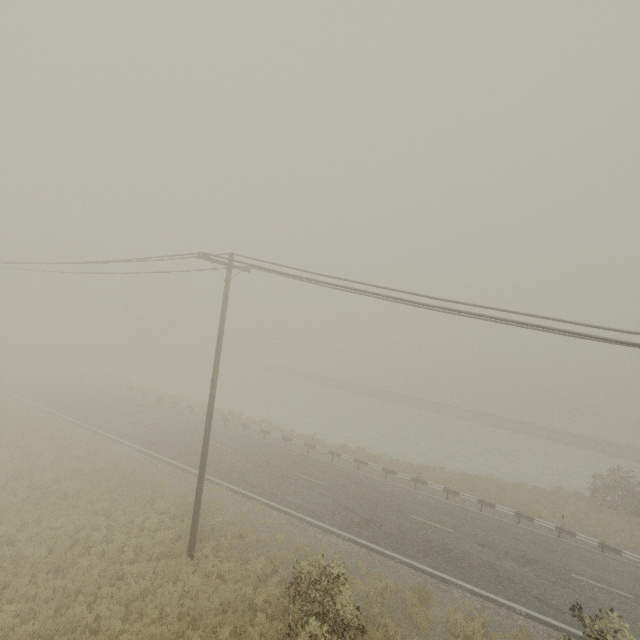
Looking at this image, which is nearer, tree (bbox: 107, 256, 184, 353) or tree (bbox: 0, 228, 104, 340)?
tree (bbox: 0, 228, 104, 340)

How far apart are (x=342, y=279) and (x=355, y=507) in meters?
13.9 m

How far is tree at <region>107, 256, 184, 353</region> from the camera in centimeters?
5375cm

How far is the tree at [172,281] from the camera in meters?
53.8 m

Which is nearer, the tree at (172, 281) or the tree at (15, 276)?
the tree at (15, 276)
